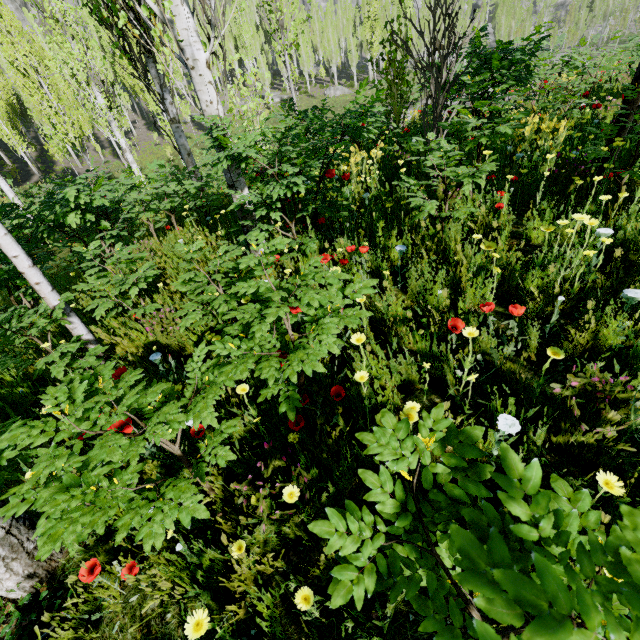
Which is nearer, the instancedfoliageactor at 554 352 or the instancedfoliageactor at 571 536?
the instancedfoliageactor at 571 536

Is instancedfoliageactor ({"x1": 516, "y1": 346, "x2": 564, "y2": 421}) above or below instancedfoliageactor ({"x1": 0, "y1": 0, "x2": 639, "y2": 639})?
above

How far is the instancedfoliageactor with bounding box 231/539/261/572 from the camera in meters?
1.5 m

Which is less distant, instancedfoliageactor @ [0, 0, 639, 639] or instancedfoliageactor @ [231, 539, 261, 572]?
instancedfoliageactor @ [0, 0, 639, 639]

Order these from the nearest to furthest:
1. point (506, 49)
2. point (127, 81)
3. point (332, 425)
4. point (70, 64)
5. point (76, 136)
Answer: point (332, 425) < point (506, 49) < point (70, 64) < point (76, 136) < point (127, 81)
